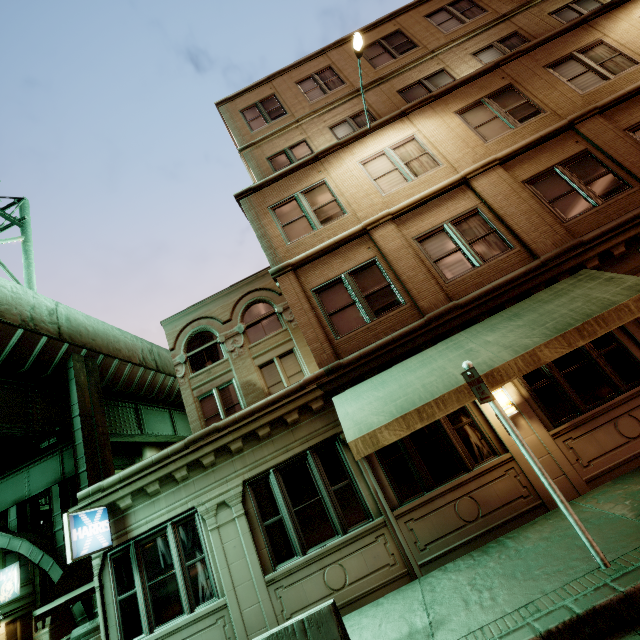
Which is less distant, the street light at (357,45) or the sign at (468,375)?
the sign at (468,375)

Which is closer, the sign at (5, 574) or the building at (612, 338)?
the building at (612, 338)

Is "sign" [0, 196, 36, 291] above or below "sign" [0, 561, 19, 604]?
above

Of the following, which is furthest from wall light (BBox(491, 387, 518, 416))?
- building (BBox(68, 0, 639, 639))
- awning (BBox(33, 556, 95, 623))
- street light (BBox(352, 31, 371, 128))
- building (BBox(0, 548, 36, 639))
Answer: building (BBox(0, 548, 36, 639))

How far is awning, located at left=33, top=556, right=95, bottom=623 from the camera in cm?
762

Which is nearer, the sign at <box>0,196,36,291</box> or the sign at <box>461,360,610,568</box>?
the sign at <box>461,360,610,568</box>

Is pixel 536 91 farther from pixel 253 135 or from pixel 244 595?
pixel 244 595

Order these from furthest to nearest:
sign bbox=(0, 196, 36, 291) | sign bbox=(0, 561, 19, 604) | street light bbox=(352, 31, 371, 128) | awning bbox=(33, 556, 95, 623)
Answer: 1. sign bbox=(0, 561, 19, 604)
2. sign bbox=(0, 196, 36, 291)
3. street light bbox=(352, 31, 371, 128)
4. awning bbox=(33, 556, 95, 623)
